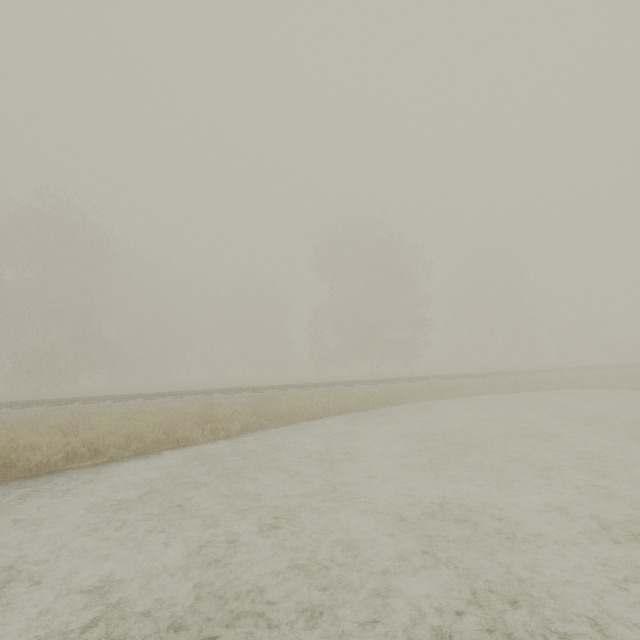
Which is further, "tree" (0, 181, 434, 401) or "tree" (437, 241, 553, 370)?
"tree" (437, 241, 553, 370)

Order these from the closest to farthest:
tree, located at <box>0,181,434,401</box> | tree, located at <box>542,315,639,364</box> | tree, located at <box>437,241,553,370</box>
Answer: tree, located at <box>0,181,434,401</box>, tree, located at <box>437,241,553,370</box>, tree, located at <box>542,315,639,364</box>

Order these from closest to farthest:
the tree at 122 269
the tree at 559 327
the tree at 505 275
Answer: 1. the tree at 122 269
2. the tree at 505 275
3. the tree at 559 327

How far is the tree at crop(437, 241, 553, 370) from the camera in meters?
40.9 m

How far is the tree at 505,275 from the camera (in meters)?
40.94

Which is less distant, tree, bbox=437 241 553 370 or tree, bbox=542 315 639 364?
tree, bbox=437 241 553 370

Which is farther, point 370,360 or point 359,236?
point 370,360
